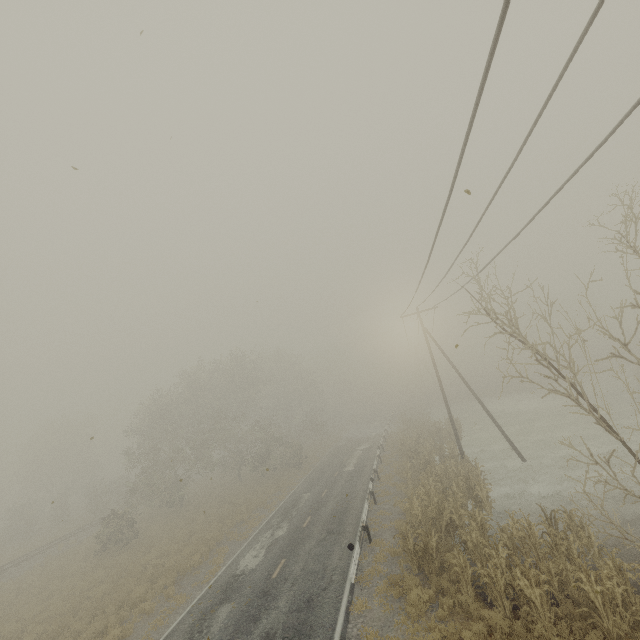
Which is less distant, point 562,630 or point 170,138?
point 170,138
